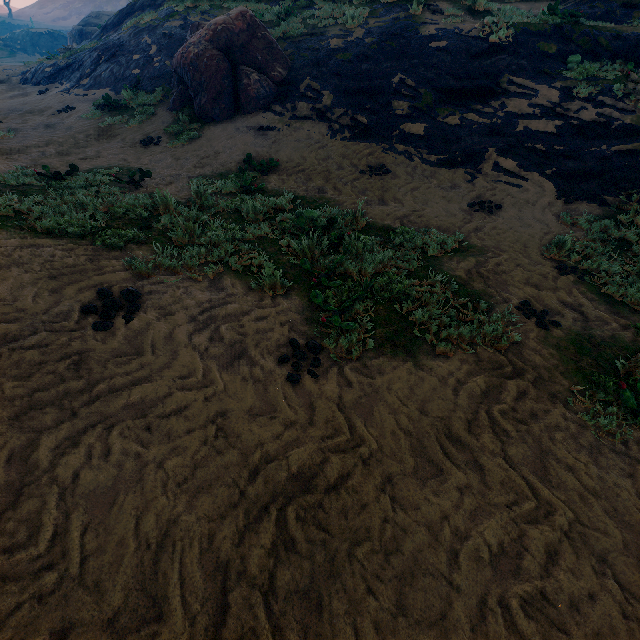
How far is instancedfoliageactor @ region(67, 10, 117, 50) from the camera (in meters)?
28.33

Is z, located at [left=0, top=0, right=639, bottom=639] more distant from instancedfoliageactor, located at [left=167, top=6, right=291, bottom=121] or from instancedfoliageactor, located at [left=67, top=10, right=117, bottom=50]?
instancedfoliageactor, located at [left=67, top=10, right=117, bottom=50]

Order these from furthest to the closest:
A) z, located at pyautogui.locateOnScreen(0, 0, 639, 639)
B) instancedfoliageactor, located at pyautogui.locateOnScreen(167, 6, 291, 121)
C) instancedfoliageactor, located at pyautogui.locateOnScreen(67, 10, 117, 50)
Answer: instancedfoliageactor, located at pyautogui.locateOnScreen(67, 10, 117, 50) → instancedfoliageactor, located at pyautogui.locateOnScreen(167, 6, 291, 121) → z, located at pyautogui.locateOnScreen(0, 0, 639, 639)

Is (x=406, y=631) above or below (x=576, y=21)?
below

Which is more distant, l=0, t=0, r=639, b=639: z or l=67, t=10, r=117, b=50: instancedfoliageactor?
l=67, t=10, r=117, b=50: instancedfoliageactor

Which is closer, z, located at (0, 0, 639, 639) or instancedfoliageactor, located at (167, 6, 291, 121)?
z, located at (0, 0, 639, 639)

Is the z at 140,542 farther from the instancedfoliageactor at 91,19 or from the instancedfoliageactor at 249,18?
the instancedfoliageactor at 91,19
